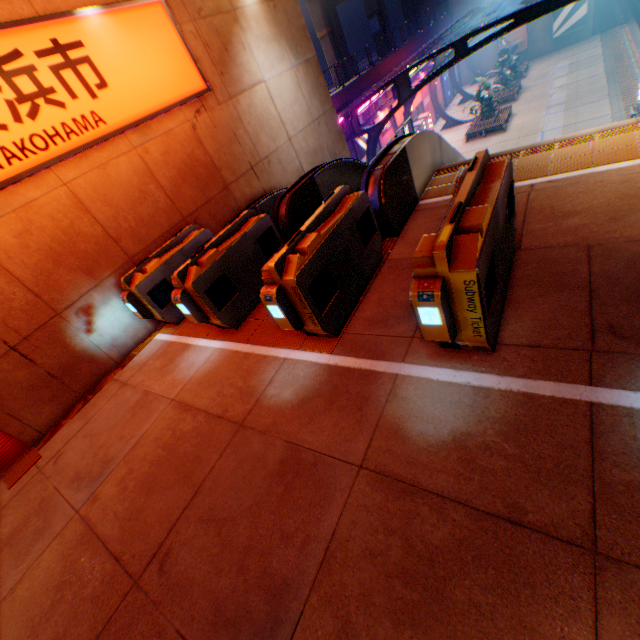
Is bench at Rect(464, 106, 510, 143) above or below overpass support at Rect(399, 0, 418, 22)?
below

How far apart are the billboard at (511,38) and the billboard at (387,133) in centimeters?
2271cm

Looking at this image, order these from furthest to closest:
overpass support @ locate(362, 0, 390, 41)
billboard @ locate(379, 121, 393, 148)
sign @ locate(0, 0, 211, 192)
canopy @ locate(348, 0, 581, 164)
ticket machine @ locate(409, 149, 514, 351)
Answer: overpass support @ locate(362, 0, 390, 41), billboard @ locate(379, 121, 393, 148), canopy @ locate(348, 0, 581, 164), sign @ locate(0, 0, 211, 192), ticket machine @ locate(409, 149, 514, 351)

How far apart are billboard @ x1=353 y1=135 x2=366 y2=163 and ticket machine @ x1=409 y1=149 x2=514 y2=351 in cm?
1853

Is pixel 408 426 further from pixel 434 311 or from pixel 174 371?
pixel 174 371

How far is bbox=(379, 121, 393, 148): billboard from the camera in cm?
2272

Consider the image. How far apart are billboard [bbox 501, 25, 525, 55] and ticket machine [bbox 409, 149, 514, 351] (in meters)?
44.33

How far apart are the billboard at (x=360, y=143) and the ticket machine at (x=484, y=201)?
18.5 meters
